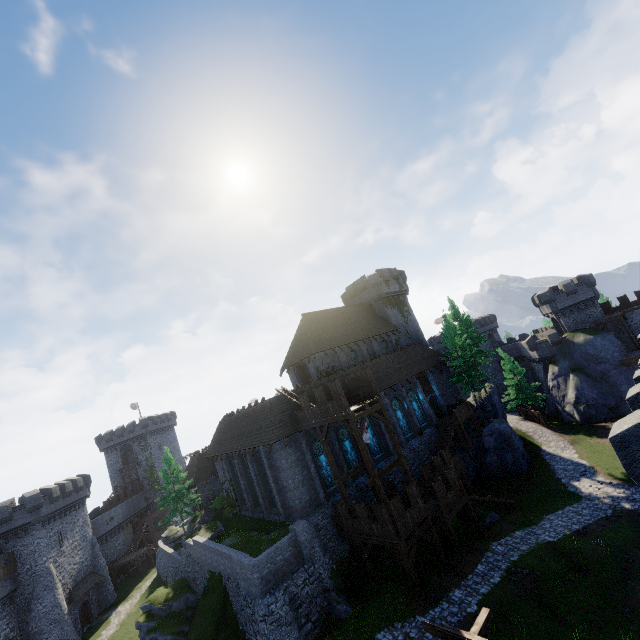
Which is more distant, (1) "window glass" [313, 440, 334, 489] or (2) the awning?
(2) the awning

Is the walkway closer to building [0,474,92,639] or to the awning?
building [0,474,92,639]

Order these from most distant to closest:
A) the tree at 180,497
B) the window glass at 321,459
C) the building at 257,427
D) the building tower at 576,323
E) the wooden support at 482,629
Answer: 1. the building tower at 576,323
2. the tree at 180,497
3. the window glass at 321,459
4. the building at 257,427
5. the wooden support at 482,629

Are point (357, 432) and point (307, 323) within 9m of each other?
no

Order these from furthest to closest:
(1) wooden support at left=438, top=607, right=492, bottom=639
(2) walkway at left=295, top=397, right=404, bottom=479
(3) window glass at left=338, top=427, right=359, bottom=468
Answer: (3) window glass at left=338, top=427, right=359, bottom=468 → (2) walkway at left=295, top=397, right=404, bottom=479 → (1) wooden support at left=438, top=607, right=492, bottom=639

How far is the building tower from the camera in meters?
45.6 m

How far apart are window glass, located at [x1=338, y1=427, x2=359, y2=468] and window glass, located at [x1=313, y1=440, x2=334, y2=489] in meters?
1.5 m

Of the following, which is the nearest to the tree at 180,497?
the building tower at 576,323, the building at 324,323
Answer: the building at 324,323
